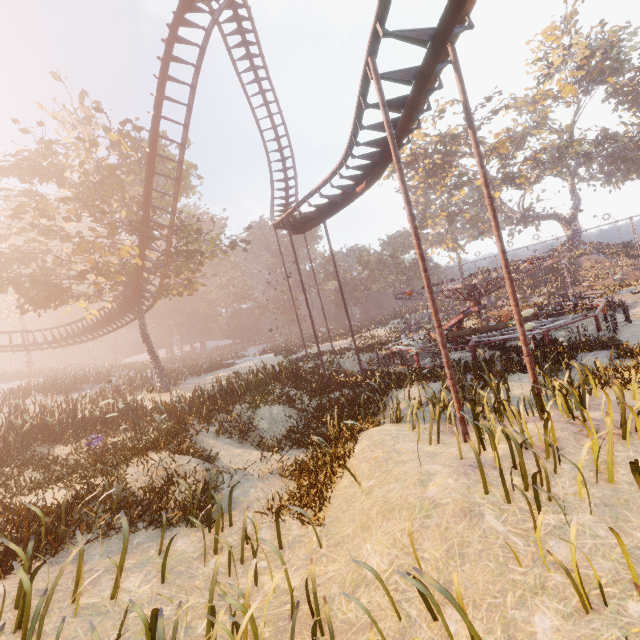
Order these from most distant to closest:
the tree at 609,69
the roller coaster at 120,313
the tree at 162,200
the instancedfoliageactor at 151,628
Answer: the tree at 609,69, the roller coaster at 120,313, the tree at 162,200, the instancedfoliageactor at 151,628

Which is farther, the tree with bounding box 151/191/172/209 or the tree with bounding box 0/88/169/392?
the tree with bounding box 151/191/172/209

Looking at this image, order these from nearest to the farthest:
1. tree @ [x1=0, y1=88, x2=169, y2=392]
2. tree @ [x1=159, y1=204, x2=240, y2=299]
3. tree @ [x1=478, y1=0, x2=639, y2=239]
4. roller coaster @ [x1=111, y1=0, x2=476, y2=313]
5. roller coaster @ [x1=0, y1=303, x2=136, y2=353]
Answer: roller coaster @ [x1=111, y1=0, x2=476, y2=313] < tree @ [x1=0, y1=88, x2=169, y2=392] < tree @ [x1=159, y1=204, x2=240, y2=299] < roller coaster @ [x1=0, y1=303, x2=136, y2=353] < tree @ [x1=478, y1=0, x2=639, y2=239]

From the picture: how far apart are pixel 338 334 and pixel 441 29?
35.0 meters

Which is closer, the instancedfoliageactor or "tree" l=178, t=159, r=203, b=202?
the instancedfoliageactor

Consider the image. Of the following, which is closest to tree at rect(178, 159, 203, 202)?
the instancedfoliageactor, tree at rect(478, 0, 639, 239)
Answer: the instancedfoliageactor

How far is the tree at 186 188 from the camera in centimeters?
2245cm
